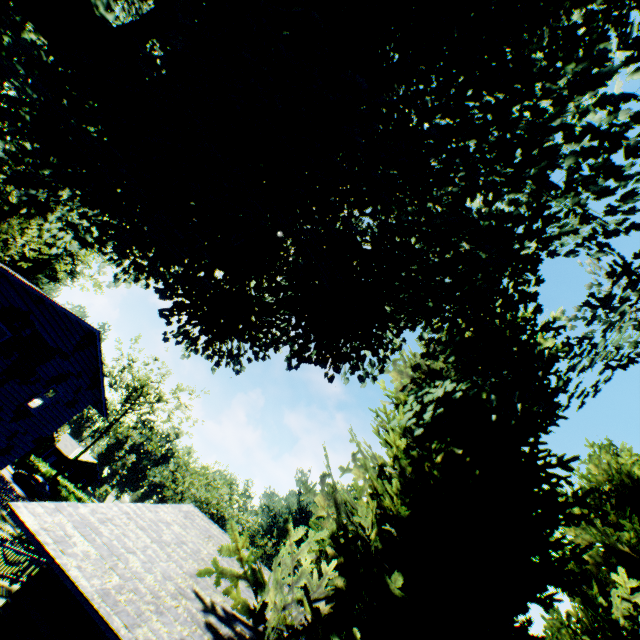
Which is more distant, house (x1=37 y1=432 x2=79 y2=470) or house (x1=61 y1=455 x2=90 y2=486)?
house (x1=61 y1=455 x2=90 y2=486)

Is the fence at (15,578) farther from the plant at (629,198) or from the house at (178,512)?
the house at (178,512)

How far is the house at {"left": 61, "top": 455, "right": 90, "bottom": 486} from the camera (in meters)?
57.28

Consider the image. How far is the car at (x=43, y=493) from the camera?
36.31m

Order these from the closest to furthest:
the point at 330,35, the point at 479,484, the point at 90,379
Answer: the point at 330,35
the point at 479,484
the point at 90,379

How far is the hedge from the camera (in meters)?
40.09

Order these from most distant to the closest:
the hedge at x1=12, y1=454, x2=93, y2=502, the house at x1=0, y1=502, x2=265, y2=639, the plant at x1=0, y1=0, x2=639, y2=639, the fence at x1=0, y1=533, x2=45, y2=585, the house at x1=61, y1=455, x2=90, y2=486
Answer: the house at x1=61, y1=455, x2=90, y2=486 → the hedge at x1=12, y1=454, x2=93, y2=502 → the fence at x1=0, y1=533, x2=45, y2=585 → the plant at x1=0, y1=0, x2=639, y2=639 → the house at x1=0, y1=502, x2=265, y2=639

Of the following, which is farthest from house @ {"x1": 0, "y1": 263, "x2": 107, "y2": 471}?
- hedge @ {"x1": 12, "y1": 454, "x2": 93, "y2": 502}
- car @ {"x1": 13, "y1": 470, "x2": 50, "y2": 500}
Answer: hedge @ {"x1": 12, "y1": 454, "x2": 93, "y2": 502}
